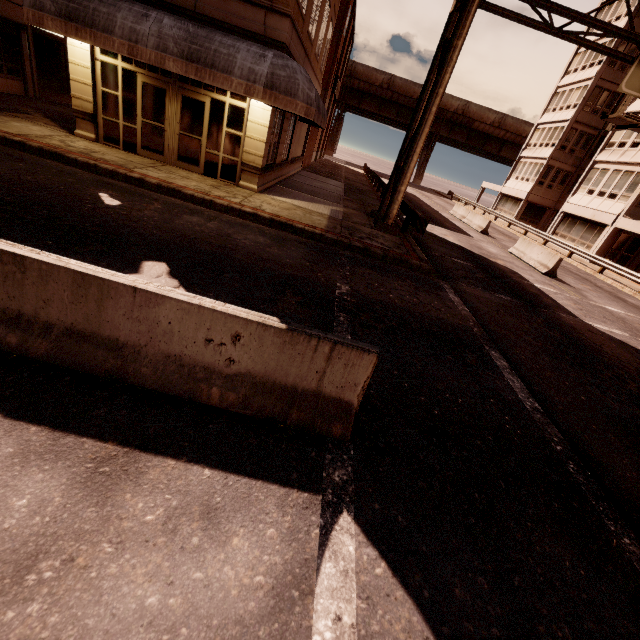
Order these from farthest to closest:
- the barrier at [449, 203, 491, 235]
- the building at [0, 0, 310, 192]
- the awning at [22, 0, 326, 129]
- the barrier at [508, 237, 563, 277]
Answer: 1. the barrier at [449, 203, 491, 235]
2. the barrier at [508, 237, 563, 277]
3. the building at [0, 0, 310, 192]
4. the awning at [22, 0, 326, 129]

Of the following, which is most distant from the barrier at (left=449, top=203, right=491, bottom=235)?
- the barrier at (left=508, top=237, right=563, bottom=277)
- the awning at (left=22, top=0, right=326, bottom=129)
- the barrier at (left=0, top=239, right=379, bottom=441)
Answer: the barrier at (left=0, top=239, right=379, bottom=441)

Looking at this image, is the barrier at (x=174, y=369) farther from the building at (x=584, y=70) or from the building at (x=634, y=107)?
the building at (x=584, y=70)

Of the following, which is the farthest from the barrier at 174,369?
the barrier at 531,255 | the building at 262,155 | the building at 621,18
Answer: the building at 621,18

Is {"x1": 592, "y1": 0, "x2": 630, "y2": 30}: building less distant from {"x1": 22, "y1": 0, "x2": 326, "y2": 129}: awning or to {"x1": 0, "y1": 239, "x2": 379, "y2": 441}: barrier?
{"x1": 22, "y1": 0, "x2": 326, "y2": 129}: awning

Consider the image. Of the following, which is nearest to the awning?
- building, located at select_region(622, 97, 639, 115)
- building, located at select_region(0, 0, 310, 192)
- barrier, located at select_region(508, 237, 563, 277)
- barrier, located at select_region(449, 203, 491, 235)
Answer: building, located at select_region(0, 0, 310, 192)

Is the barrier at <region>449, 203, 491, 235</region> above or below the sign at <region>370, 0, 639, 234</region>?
below

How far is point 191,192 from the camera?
9.8m
